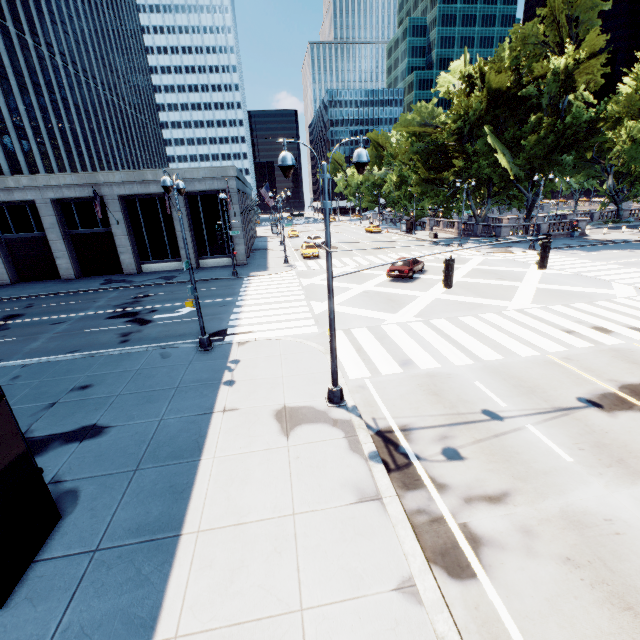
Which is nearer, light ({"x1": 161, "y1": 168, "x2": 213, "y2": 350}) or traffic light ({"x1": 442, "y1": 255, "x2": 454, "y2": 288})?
traffic light ({"x1": 442, "y1": 255, "x2": 454, "y2": 288})

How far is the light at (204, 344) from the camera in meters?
11.6 m

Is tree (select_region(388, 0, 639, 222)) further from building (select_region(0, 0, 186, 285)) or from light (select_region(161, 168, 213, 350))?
light (select_region(161, 168, 213, 350))

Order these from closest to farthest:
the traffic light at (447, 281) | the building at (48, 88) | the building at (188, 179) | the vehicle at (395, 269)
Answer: the traffic light at (447, 281) → the vehicle at (395, 269) → the building at (48, 88) → the building at (188, 179)

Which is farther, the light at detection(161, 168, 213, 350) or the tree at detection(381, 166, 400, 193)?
the tree at detection(381, 166, 400, 193)

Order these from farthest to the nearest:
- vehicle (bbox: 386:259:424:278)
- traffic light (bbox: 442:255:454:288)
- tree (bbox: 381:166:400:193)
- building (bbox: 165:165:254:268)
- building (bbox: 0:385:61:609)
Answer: tree (bbox: 381:166:400:193)
building (bbox: 165:165:254:268)
vehicle (bbox: 386:259:424:278)
traffic light (bbox: 442:255:454:288)
building (bbox: 0:385:61:609)

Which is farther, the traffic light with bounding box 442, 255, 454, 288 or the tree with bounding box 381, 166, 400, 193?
the tree with bounding box 381, 166, 400, 193

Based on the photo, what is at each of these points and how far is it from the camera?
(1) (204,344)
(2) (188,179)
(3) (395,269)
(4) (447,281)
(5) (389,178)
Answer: (1) light, 14.6 meters
(2) building, 31.5 meters
(3) vehicle, 24.5 meters
(4) traffic light, 9.3 meters
(5) tree, 57.4 meters
